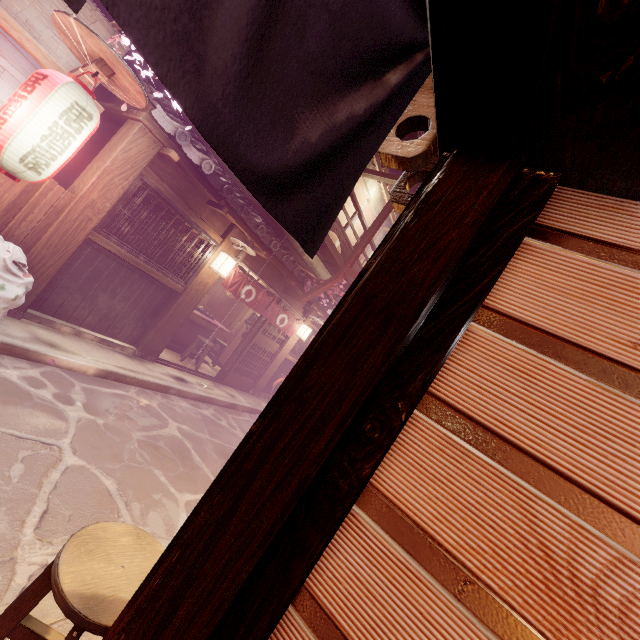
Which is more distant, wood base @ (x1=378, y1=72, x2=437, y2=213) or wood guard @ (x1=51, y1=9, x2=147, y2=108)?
wood guard @ (x1=51, y1=9, x2=147, y2=108)

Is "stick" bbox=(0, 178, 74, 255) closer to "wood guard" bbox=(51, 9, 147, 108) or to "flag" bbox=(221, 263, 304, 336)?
"wood guard" bbox=(51, 9, 147, 108)

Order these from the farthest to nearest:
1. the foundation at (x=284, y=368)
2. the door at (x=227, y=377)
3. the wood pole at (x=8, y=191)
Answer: the foundation at (x=284, y=368) → the door at (x=227, y=377) → the wood pole at (x=8, y=191)

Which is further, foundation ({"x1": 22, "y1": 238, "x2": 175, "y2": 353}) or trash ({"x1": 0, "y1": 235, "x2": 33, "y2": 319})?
foundation ({"x1": 22, "y1": 238, "x2": 175, "y2": 353})

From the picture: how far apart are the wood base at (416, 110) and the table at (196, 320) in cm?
1421

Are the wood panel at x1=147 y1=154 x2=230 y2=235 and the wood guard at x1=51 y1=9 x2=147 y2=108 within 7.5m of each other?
yes

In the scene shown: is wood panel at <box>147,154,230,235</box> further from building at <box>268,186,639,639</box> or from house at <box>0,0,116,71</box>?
building at <box>268,186,639,639</box>

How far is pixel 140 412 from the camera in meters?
8.5
